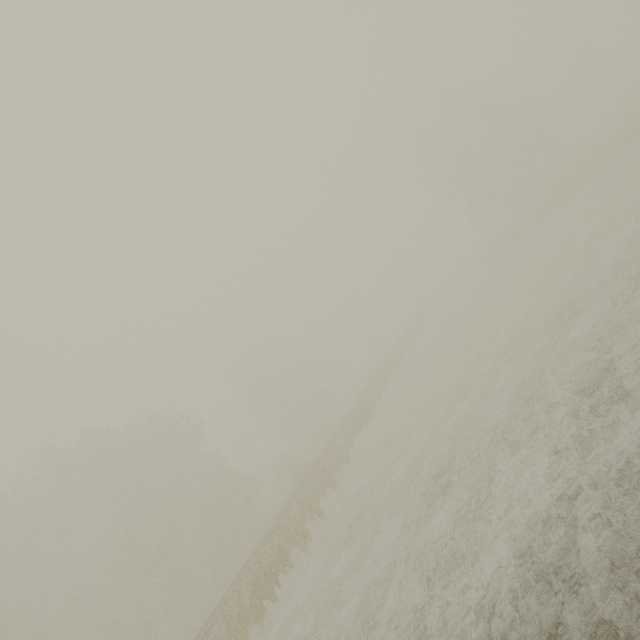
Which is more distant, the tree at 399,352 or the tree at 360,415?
the tree at 399,352

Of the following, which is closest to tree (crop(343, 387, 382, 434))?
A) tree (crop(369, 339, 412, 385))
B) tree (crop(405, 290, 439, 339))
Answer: tree (crop(369, 339, 412, 385))

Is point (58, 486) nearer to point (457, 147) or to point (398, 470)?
point (398, 470)

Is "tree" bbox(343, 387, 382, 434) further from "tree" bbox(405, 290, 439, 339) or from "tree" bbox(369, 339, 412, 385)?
"tree" bbox(405, 290, 439, 339)

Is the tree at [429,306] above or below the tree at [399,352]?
above

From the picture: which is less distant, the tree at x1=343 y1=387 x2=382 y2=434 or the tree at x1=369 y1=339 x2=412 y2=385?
the tree at x1=343 y1=387 x2=382 y2=434

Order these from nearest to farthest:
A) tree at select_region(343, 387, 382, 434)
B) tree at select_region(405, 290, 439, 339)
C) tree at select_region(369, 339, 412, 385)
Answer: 1. tree at select_region(343, 387, 382, 434)
2. tree at select_region(369, 339, 412, 385)
3. tree at select_region(405, 290, 439, 339)
